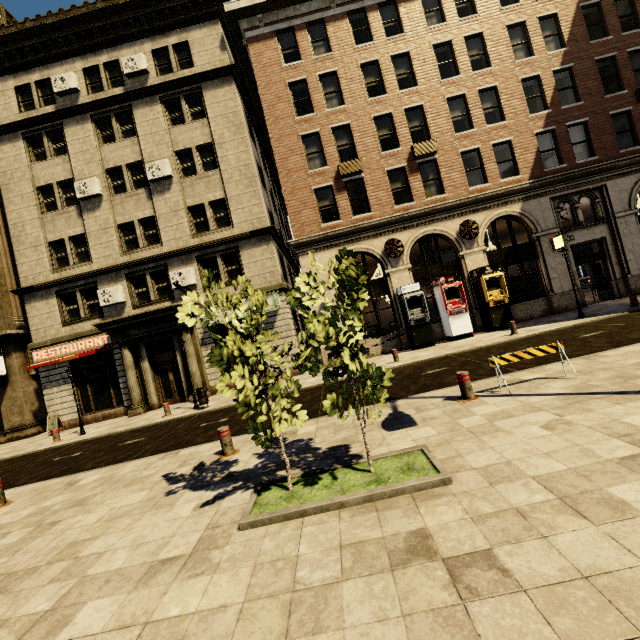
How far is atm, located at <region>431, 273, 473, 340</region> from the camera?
15.5m

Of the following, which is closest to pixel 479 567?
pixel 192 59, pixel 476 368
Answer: pixel 476 368

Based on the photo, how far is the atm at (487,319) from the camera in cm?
1547

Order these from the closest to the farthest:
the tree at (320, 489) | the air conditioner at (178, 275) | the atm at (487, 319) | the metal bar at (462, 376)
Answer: the tree at (320, 489) < the metal bar at (462, 376) < the atm at (487, 319) < the air conditioner at (178, 275)

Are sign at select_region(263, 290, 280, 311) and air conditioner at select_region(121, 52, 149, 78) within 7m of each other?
no

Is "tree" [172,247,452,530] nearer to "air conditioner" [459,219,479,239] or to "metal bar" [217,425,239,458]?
"metal bar" [217,425,239,458]

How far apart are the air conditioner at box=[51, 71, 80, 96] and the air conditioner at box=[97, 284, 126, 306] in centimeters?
1101cm

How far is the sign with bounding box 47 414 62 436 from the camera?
16.34m
